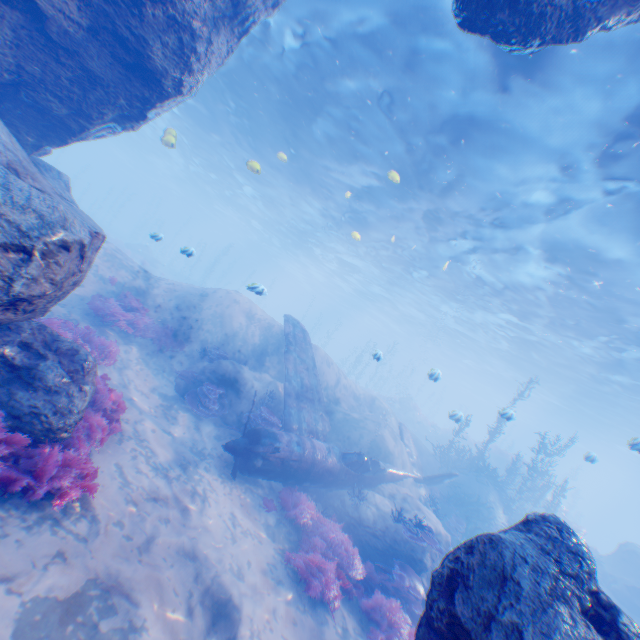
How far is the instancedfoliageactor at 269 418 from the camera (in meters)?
10.91

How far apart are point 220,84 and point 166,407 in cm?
1803

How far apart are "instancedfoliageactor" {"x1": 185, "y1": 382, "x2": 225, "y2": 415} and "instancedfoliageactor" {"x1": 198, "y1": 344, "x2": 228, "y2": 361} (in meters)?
1.28

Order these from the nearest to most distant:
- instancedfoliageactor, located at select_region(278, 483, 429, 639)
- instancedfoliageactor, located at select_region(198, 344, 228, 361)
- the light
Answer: instancedfoliageactor, located at select_region(278, 483, 429, 639) → the light → instancedfoliageactor, located at select_region(198, 344, 228, 361)

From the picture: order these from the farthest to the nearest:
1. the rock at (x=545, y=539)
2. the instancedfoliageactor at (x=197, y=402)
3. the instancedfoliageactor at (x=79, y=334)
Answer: the instancedfoliageactor at (x=197, y=402) → the instancedfoliageactor at (x=79, y=334) → the rock at (x=545, y=539)

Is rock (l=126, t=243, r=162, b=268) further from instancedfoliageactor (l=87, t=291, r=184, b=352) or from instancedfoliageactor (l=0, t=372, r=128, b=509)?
instancedfoliageactor (l=0, t=372, r=128, b=509)

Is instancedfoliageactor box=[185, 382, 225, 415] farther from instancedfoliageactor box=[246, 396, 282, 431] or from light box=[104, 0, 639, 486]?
light box=[104, 0, 639, 486]

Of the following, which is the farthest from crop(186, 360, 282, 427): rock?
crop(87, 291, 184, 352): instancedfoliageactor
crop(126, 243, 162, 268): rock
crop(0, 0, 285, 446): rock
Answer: crop(126, 243, 162, 268): rock
